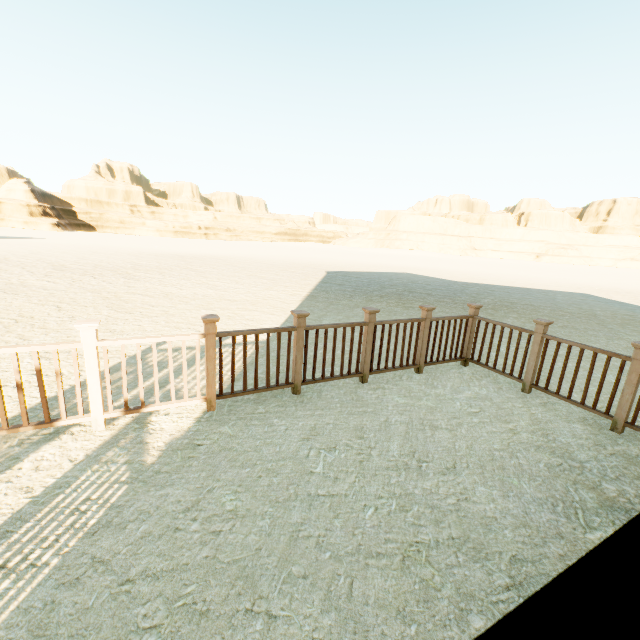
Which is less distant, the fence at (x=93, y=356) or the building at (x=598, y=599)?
the building at (x=598, y=599)

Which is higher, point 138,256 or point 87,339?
point 87,339

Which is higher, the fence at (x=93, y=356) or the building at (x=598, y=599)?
the building at (x=598, y=599)

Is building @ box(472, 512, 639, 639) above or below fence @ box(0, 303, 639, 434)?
above

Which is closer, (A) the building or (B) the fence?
(A) the building
